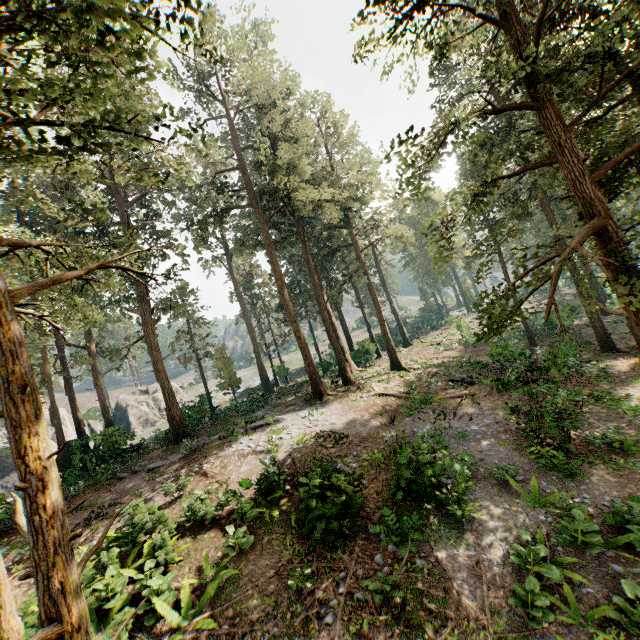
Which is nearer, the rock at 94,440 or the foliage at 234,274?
the foliage at 234,274

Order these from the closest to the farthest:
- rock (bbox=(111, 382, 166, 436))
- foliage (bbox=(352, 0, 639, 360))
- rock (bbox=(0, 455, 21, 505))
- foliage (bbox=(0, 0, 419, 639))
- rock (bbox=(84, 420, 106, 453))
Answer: foliage (bbox=(0, 0, 419, 639))
foliage (bbox=(352, 0, 639, 360))
rock (bbox=(0, 455, 21, 505))
rock (bbox=(84, 420, 106, 453))
rock (bbox=(111, 382, 166, 436))

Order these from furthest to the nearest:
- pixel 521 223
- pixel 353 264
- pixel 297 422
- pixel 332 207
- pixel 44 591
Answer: pixel 353 264 < pixel 521 223 < pixel 332 207 < pixel 297 422 < pixel 44 591

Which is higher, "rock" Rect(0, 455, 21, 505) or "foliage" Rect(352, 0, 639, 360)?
"foliage" Rect(352, 0, 639, 360)

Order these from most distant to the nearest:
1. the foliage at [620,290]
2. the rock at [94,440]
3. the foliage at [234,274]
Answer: the rock at [94,440]
the foliage at [620,290]
the foliage at [234,274]

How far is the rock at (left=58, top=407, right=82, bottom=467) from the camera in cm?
2517

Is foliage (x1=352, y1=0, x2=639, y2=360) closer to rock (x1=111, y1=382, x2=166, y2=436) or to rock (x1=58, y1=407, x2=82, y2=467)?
rock (x1=58, y1=407, x2=82, y2=467)

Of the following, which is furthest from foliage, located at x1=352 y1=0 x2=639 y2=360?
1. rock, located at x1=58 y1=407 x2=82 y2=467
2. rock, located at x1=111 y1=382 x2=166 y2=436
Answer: rock, located at x1=111 y1=382 x2=166 y2=436
